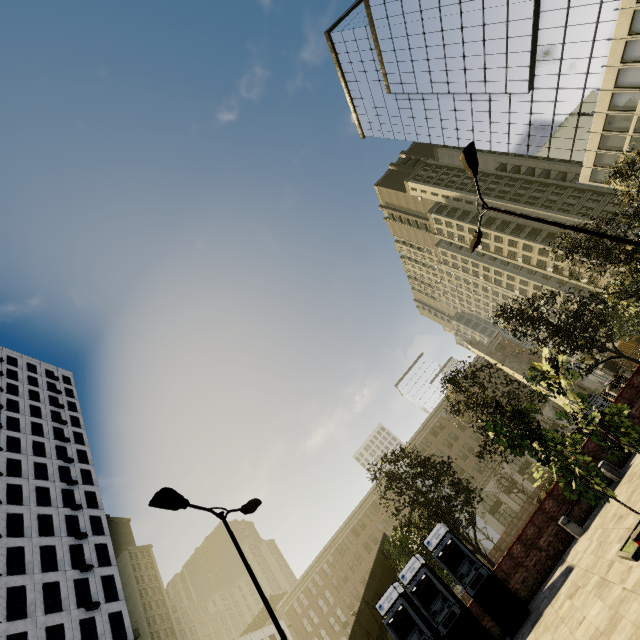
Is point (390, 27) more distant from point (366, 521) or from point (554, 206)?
point (366, 521)

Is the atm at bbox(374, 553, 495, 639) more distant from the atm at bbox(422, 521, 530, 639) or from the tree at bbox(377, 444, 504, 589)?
the tree at bbox(377, 444, 504, 589)

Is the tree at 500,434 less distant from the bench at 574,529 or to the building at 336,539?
the bench at 574,529

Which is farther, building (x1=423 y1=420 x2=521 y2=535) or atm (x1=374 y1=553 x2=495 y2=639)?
building (x1=423 y1=420 x2=521 y2=535)

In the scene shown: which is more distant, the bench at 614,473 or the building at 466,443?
the building at 466,443

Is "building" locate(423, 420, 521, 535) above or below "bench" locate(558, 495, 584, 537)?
above

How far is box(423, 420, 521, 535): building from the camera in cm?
5100

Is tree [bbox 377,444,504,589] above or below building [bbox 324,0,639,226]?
below
